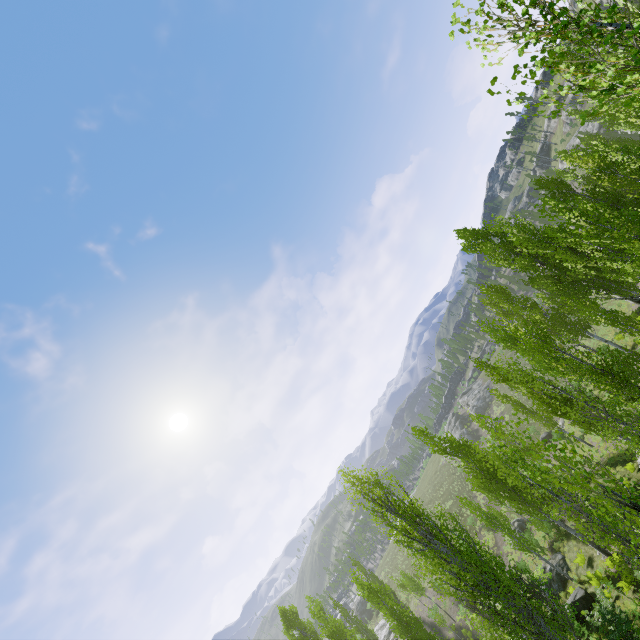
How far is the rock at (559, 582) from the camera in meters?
22.1 m

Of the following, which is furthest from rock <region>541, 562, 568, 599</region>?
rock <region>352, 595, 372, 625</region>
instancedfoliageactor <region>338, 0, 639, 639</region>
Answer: rock <region>352, 595, 372, 625</region>

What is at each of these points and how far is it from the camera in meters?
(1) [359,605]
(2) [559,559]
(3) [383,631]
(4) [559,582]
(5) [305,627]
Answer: (1) rock, 58.1 m
(2) rock, 23.2 m
(3) rock, 42.7 m
(4) rock, 22.3 m
(5) instancedfoliageactor, 35.1 m

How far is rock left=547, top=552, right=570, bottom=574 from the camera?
22.20m

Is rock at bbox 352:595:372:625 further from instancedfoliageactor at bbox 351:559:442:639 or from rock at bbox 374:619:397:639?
instancedfoliageactor at bbox 351:559:442:639

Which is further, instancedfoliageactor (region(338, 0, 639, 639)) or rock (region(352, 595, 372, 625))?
rock (region(352, 595, 372, 625))

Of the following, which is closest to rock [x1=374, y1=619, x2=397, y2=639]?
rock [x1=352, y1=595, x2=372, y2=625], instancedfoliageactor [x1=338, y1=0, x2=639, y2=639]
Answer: instancedfoliageactor [x1=338, y1=0, x2=639, y2=639]

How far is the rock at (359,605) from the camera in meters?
55.5
